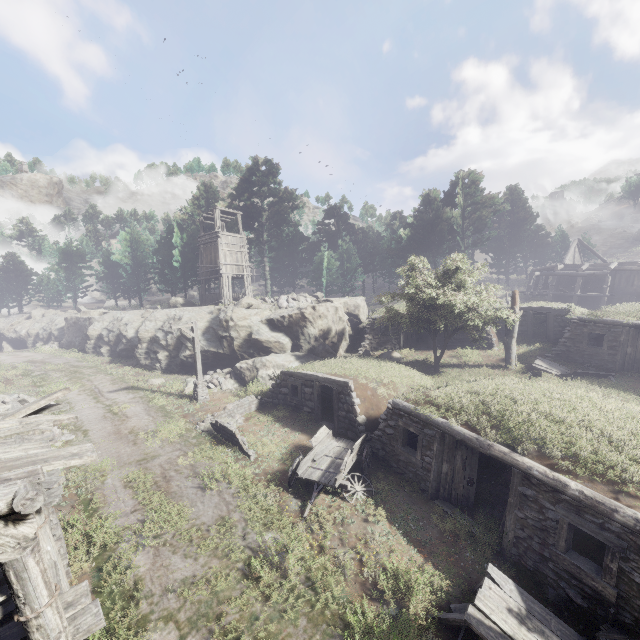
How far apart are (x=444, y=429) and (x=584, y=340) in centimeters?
1459cm

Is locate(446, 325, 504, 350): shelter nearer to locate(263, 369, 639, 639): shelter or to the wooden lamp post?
locate(263, 369, 639, 639): shelter

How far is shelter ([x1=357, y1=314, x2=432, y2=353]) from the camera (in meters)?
25.48

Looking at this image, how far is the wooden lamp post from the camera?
18.69m

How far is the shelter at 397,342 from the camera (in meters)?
25.48

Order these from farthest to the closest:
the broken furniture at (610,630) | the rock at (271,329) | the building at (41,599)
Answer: the rock at (271,329) < the broken furniture at (610,630) < the building at (41,599)

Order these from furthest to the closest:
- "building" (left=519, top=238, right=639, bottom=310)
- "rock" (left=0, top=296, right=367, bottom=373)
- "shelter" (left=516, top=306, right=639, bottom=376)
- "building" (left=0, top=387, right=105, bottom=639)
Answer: "building" (left=519, top=238, right=639, bottom=310), "rock" (left=0, top=296, right=367, bottom=373), "shelter" (left=516, top=306, right=639, bottom=376), "building" (left=0, top=387, right=105, bottom=639)

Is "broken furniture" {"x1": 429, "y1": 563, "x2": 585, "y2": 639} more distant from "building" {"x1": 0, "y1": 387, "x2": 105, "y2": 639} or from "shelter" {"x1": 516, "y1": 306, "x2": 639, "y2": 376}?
"shelter" {"x1": 516, "y1": 306, "x2": 639, "y2": 376}
